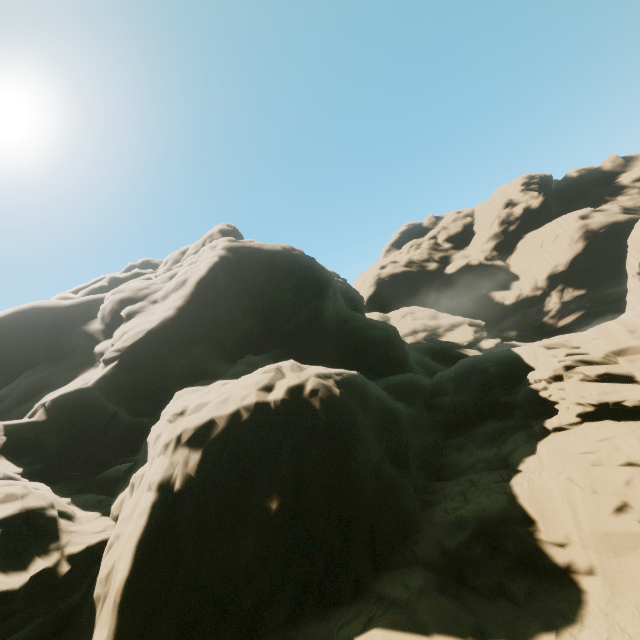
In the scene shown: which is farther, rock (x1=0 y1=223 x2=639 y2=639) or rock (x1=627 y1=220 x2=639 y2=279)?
rock (x1=627 y1=220 x2=639 y2=279)

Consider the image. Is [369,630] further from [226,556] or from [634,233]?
[634,233]

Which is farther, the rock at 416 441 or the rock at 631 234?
the rock at 631 234
